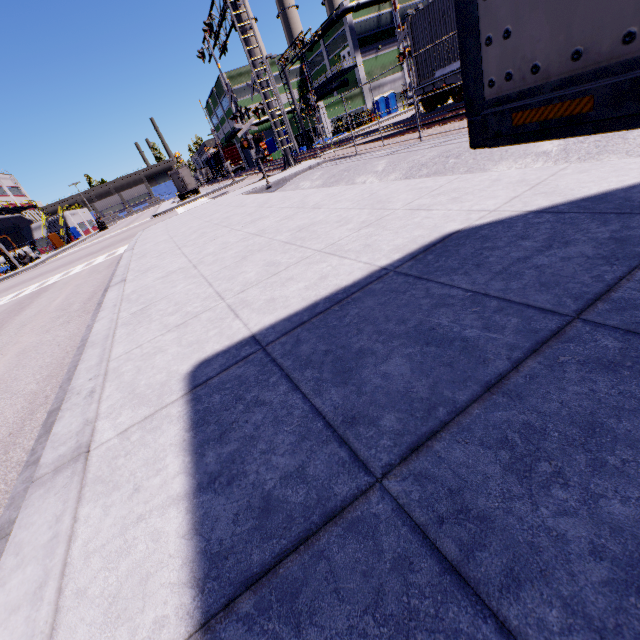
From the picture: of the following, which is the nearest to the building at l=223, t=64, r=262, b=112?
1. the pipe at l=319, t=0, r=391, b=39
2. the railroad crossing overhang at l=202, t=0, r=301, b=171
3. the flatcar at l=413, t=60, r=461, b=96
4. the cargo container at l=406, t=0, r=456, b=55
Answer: the pipe at l=319, t=0, r=391, b=39

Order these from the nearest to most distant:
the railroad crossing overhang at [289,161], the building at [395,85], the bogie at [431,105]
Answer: the bogie at [431,105]
the railroad crossing overhang at [289,161]
the building at [395,85]

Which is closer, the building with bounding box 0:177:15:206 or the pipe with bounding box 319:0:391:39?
the pipe with bounding box 319:0:391:39

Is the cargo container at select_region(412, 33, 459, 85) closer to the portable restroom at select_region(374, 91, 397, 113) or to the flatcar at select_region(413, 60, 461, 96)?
the flatcar at select_region(413, 60, 461, 96)

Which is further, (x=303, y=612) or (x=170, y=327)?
(x=170, y=327)

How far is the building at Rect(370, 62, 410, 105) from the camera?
49.7m

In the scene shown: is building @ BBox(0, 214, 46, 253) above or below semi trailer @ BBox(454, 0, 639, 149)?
above

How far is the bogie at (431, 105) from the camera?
14.3 meters
